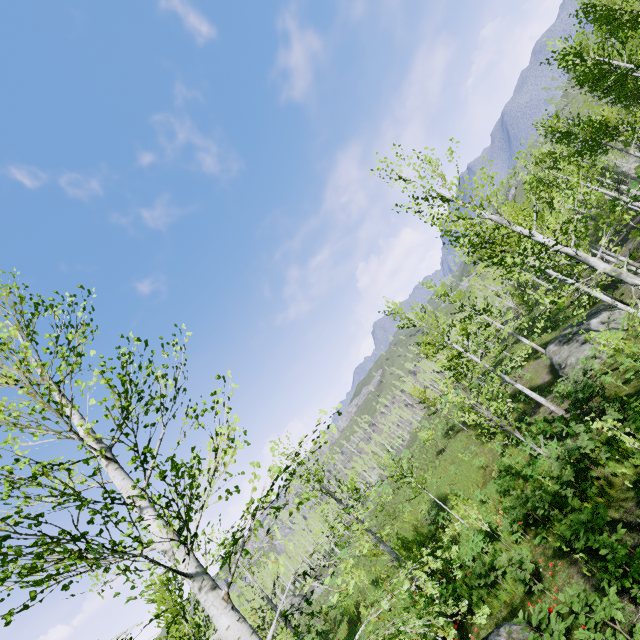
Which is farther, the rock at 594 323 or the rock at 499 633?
the rock at 594 323

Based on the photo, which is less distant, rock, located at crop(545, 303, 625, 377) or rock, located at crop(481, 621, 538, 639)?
rock, located at crop(481, 621, 538, 639)

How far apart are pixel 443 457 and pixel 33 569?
31.8 meters

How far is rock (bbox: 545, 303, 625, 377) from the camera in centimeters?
1952cm

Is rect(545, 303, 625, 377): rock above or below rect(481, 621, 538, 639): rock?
below

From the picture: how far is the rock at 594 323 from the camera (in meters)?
19.52
